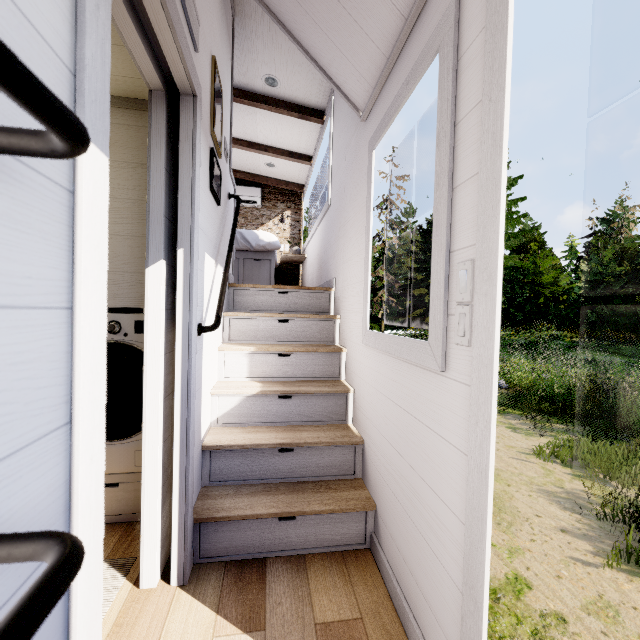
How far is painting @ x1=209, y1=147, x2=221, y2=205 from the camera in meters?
1.9

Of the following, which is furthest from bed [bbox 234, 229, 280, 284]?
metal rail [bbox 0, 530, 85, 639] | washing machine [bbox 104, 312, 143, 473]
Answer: metal rail [bbox 0, 530, 85, 639]

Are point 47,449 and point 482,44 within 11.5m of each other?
yes

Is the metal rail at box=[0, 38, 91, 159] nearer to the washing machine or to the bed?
the washing machine

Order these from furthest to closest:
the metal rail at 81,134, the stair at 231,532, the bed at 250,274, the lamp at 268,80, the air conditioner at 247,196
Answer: the air conditioner at 247,196
the bed at 250,274
the lamp at 268,80
the stair at 231,532
the metal rail at 81,134

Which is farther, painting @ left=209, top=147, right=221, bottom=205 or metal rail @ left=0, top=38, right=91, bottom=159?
painting @ left=209, top=147, right=221, bottom=205

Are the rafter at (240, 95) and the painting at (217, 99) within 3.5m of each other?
yes

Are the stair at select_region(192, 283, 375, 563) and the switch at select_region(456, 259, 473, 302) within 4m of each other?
yes
